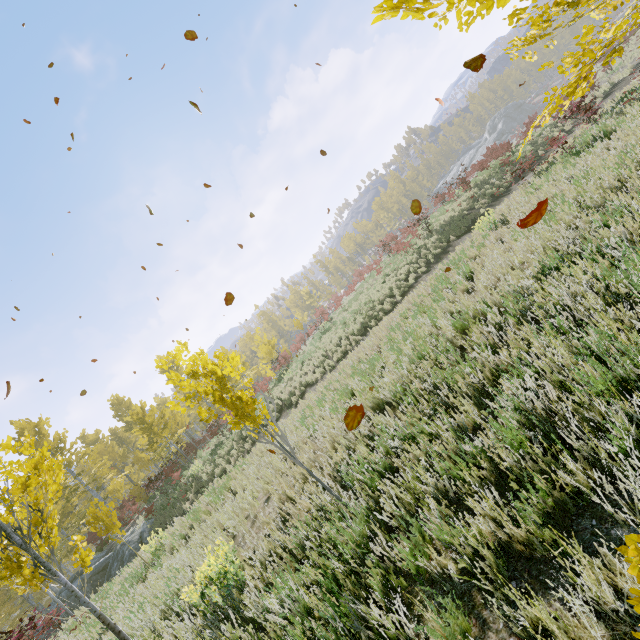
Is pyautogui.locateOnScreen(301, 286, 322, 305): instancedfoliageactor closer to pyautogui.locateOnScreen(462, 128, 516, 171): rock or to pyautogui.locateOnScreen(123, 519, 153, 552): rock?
pyautogui.locateOnScreen(123, 519, 153, 552): rock

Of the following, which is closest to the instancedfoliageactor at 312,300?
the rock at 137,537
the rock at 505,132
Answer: the rock at 137,537

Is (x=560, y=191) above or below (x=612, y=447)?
below

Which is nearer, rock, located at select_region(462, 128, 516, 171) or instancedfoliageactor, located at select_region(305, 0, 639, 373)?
instancedfoliageactor, located at select_region(305, 0, 639, 373)

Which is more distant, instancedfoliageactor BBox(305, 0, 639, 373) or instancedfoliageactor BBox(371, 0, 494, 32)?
instancedfoliageactor BBox(305, 0, 639, 373)

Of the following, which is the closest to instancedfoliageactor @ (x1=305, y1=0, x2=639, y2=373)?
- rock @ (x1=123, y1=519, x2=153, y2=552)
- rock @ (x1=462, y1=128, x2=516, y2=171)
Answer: rock @ (x1=123, y1=519, x2=153, y2=552)

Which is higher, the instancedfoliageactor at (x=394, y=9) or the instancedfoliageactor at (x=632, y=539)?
the instancedfoliageactor at (x=394, y=9)
